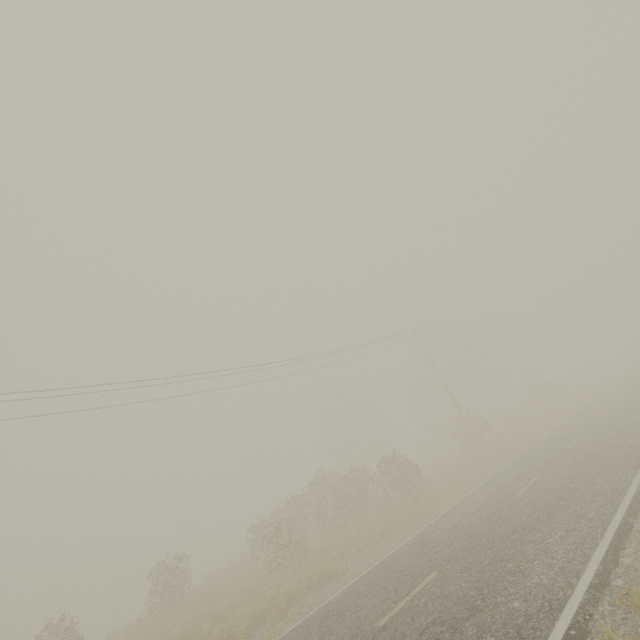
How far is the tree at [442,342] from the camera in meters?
27.2

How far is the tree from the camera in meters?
27.2

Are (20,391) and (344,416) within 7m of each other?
no
